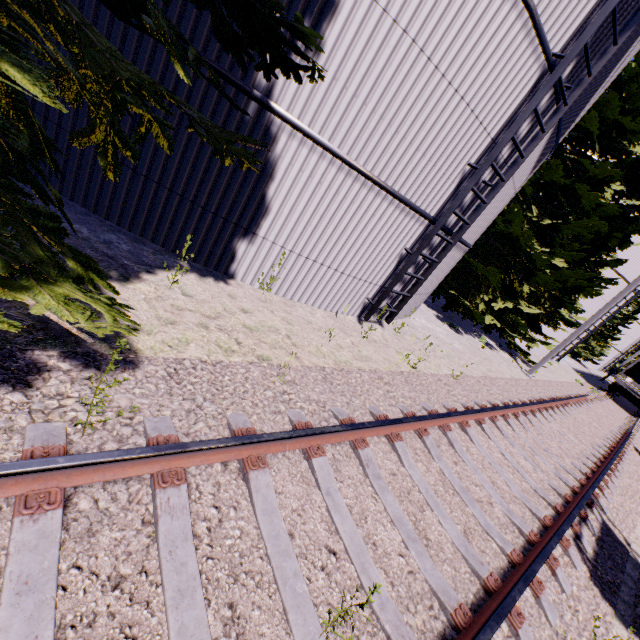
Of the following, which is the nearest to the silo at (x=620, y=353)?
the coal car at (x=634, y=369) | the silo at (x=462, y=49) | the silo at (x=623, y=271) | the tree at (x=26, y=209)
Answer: the tree at (x=26, y=209)

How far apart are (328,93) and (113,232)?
3.9m

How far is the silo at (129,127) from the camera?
4.54m

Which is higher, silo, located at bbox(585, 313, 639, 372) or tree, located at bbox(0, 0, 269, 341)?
silo, located at bbox(585, 313, 639, 372)

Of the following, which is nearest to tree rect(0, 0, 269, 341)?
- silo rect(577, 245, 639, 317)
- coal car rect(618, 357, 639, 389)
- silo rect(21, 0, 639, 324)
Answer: silo rect(21, 0, 639, 324)

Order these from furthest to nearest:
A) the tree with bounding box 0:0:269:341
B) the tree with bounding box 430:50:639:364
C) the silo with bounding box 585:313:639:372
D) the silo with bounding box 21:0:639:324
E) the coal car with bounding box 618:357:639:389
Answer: the silo with bounding box 585:313:639:372, the coal car with bounding box 618:357:639:389, the tree with bounding box 430:50:639:364, the silo with bounding box 21:0:639:324, the tree with bounding box 0:0:269:341

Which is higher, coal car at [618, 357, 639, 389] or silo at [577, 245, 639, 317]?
silo at [577, 245, 639, 317]

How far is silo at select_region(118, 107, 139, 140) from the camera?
4.54m
